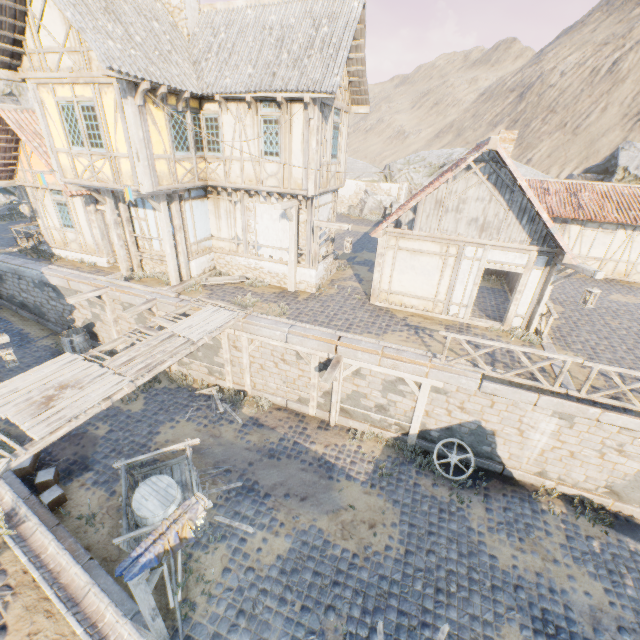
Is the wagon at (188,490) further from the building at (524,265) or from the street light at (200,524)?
the building at (524,265)

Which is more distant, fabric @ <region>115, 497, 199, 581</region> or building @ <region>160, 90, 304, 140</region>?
building @ <region>160, 90, 304, 140</region>

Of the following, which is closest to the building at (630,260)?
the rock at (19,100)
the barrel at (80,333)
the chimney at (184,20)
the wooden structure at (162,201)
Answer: the rock at (19,100)

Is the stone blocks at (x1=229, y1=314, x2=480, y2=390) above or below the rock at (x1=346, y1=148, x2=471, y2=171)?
below

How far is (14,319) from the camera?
15.9m

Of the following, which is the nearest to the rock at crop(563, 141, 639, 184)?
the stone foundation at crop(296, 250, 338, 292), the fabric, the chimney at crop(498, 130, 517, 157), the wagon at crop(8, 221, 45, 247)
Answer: the stone foundation at crop(296, 250, 338, 292)

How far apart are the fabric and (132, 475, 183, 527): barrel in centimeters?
131cm

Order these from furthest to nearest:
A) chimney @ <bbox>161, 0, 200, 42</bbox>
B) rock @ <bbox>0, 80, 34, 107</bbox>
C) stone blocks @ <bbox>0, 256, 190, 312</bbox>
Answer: rock @ <bbox>0, 80, 34, 107</bbox> → stone blocks @ <bbox>0, 256, 190, 312</bbox> → chimney @ <bbox>161, 0, 200, 42</bbox>
